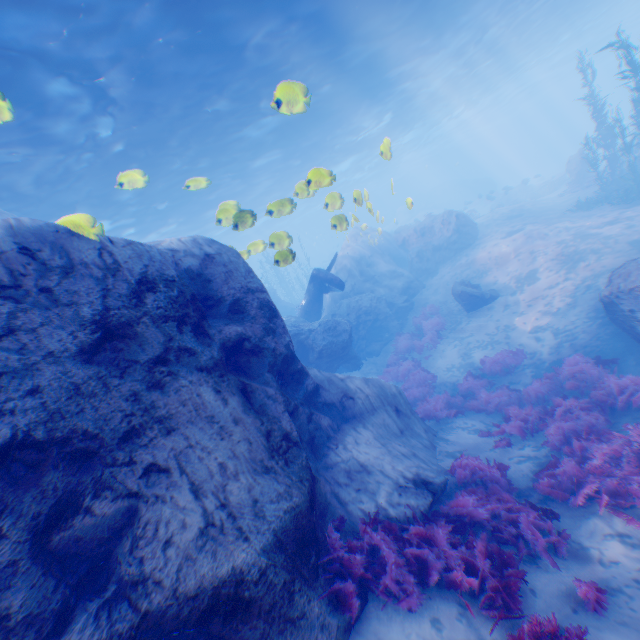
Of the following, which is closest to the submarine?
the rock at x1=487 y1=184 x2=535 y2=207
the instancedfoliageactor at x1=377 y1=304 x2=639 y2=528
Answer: the rock at x1=487 y1=184 x2=535 y2=207

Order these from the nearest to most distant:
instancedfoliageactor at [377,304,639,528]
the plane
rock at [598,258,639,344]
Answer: instancedfoliageactor at [377,304,639,528], rock at [598,258,639,344], the plane

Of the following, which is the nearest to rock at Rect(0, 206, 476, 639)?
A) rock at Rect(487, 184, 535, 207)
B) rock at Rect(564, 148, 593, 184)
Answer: rock at Rect(564, 148, 593, 184)

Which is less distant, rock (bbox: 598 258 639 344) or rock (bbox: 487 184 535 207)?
rock (bbox: 598 258 639 344)

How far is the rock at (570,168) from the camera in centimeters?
2470cm

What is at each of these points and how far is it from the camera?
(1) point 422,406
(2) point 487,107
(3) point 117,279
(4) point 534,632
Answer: (1) instancedfoliageactor, 10.8m
(2) light, 46.3m
(3) rock, 4.6m
(4) instancedfoliageactor, 3.6m

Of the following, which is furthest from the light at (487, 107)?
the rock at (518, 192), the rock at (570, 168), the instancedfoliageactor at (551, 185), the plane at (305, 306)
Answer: the rock at (518, 192)

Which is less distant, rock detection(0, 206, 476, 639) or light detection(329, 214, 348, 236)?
rock detection(0, 206, 476, 639)
